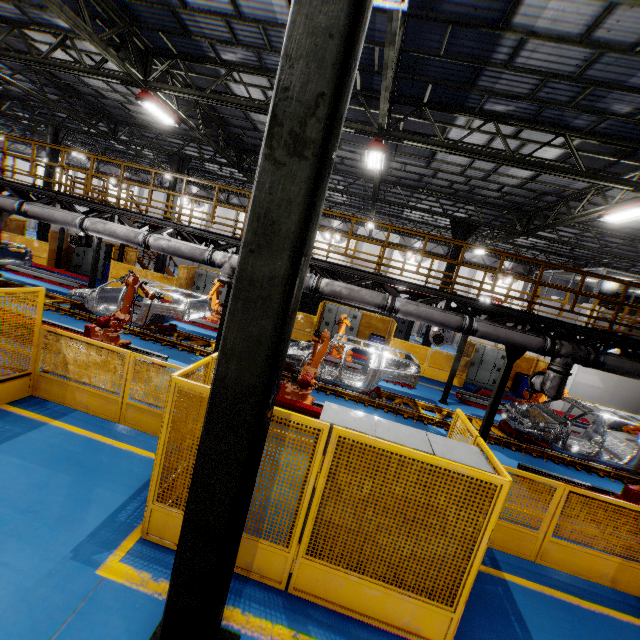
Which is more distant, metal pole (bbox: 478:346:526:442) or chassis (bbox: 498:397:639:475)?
chassis (bbox: 498:397:639:475)

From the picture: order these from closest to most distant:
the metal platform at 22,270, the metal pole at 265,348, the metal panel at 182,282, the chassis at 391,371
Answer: the metal pole at 265,348
the chassis at 391,371
the metal platform at 22,270
the metal panel at 182,282

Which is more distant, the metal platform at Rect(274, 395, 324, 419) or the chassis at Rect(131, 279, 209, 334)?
the chassis at Rect(131, 279, 209, 334)

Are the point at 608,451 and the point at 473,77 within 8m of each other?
no

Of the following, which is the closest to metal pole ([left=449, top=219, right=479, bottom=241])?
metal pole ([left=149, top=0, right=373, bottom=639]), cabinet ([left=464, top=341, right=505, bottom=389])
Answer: cabinet ([left=464, top=341, right=505, bottom=389])

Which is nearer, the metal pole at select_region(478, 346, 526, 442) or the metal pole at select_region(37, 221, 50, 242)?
the metal pole at select_region(478, 346, 526, 442)

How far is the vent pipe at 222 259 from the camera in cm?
870

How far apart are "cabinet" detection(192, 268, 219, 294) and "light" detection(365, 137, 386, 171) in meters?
10.5 m
